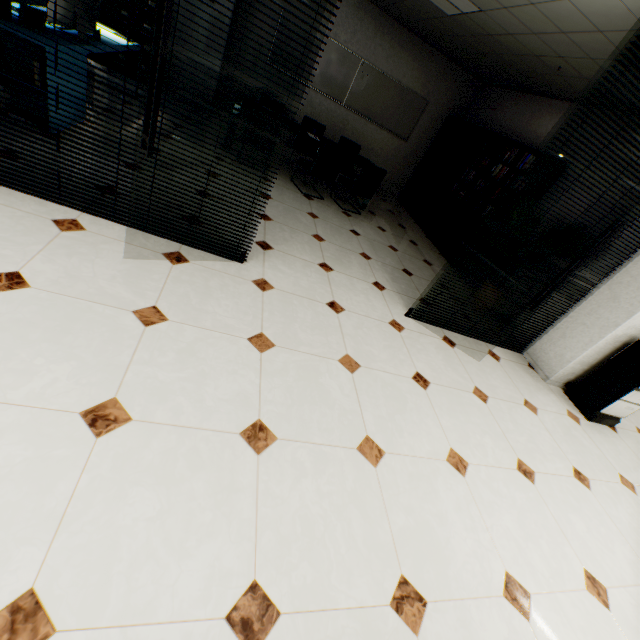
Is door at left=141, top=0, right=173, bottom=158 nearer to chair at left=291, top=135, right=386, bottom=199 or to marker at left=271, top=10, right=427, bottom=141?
chair at left=291, top=135, right=386, bottom=199

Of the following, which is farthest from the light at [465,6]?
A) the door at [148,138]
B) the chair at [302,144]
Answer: the door at [148,138]

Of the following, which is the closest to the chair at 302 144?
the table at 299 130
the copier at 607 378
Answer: the table at 299 130

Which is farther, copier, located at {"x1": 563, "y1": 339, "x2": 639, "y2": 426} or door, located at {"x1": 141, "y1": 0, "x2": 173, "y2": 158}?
copier, located at {"x1": 563, "y1": 339, "x2": 639, "y2": 426}

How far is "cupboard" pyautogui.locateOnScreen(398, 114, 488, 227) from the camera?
6.66m

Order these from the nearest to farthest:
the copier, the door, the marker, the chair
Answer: the door
the copier
the chair
the marker

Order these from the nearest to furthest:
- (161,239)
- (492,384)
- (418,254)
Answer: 1. (161,239)
2. (492,384)
3. (418,254)

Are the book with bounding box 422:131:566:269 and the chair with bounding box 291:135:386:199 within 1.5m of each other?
no
